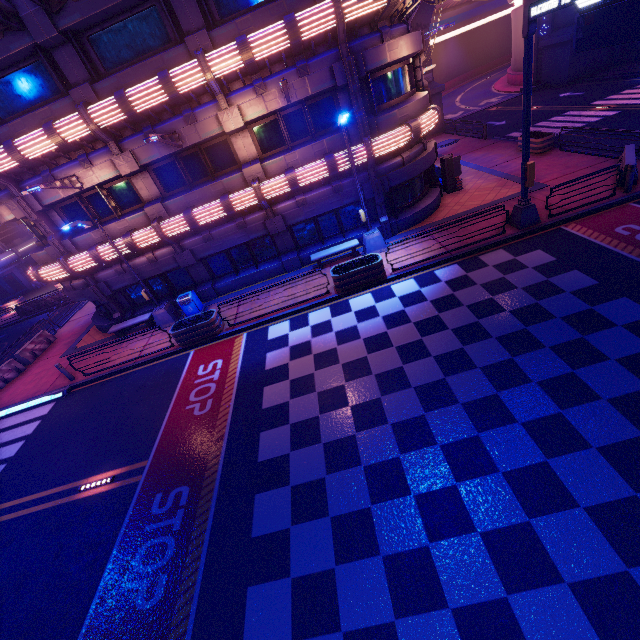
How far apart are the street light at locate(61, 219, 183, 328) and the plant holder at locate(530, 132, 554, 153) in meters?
22.6 m

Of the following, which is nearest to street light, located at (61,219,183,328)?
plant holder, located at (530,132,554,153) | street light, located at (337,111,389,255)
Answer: street light, located at (337,111,389,255)

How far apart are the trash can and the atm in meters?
15.1

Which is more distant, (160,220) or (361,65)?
(160,220)

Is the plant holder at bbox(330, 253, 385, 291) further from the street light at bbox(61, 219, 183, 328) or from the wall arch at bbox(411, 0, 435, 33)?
the wall arch at bbox(411, 0, 435, 33)

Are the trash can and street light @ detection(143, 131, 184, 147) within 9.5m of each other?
yes

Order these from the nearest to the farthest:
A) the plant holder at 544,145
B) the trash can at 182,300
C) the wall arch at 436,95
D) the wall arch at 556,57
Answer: the trash can at 182,300 → the plant holder at 544,145 → the wall arch at 556,57 → the wall arch at 436,95

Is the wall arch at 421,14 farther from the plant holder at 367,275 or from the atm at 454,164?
the plant holder at 367,275
